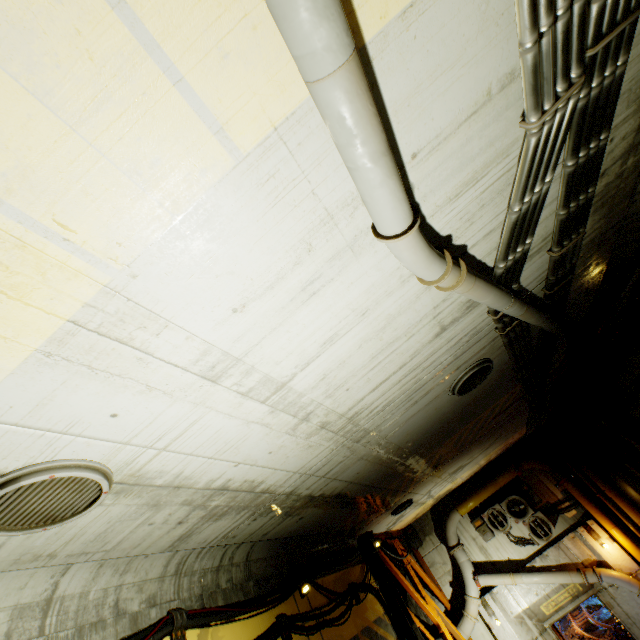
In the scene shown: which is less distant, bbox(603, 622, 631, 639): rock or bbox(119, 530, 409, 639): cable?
bbox(119, 530, 409, 639): cable

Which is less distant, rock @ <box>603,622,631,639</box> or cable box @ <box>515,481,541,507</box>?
cable box @ <box>515,481,541,507</box>

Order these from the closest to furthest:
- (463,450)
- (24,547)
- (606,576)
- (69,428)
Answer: (69,428) < (24,547) < (463,450) < (606,576)

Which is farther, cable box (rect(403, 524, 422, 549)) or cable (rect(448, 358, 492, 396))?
cable box (rect(403, 524, 422, 549))

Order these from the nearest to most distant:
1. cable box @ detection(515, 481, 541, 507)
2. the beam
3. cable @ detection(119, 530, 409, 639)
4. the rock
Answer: cable @ detection(119, 530, 409, 639), the beam, cable box @ detection(515, 481, 541, 507), the rock

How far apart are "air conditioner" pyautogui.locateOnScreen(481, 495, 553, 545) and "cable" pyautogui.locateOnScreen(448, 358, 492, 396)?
9.8m

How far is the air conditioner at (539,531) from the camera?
11.4m

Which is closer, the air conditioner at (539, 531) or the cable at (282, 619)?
the cable at (282, 619)
